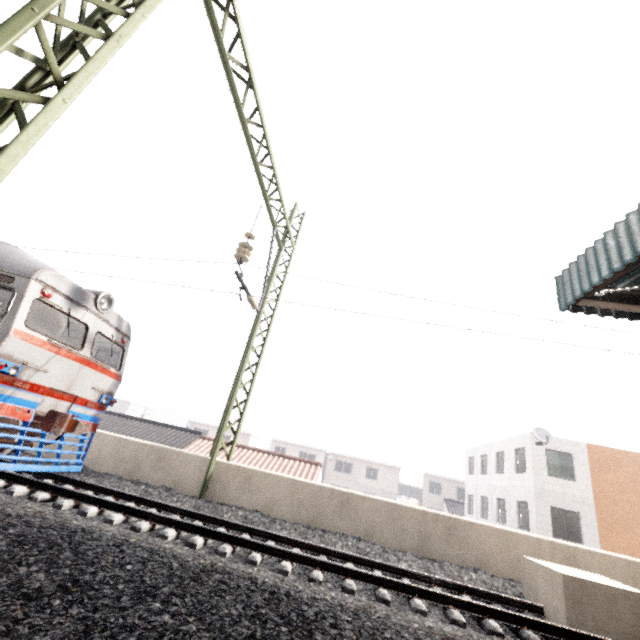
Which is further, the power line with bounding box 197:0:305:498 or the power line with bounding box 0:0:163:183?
the power line with bounding box 197:0:305:498

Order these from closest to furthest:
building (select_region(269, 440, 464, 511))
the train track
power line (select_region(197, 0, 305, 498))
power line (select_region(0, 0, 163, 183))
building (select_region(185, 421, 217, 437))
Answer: power line (select_region(0, 0, 163, 183)) → the train track → power line (select_region(197, 0, 305, 498)) → building (select_region(269, 440, 464, 511)) → building (select_region(185, 421, 217, 437))

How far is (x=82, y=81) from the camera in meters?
3.3 m

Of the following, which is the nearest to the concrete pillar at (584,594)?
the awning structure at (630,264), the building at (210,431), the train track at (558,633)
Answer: the train track at (558,633)

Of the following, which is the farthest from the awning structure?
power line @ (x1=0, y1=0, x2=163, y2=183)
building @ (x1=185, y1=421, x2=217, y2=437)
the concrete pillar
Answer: building @ (x1=185, y1=421, x2=217, y2=437)

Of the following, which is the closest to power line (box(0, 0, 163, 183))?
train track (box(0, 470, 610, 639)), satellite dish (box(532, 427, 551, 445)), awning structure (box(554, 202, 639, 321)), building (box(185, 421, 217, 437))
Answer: train track (box(0, 470, 610, 639))

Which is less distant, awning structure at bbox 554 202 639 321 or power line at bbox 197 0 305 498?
awning structure at bbox 554 202 639 321

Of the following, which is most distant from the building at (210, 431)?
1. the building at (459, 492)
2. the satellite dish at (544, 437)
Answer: the satellite dish at (544, 437)
